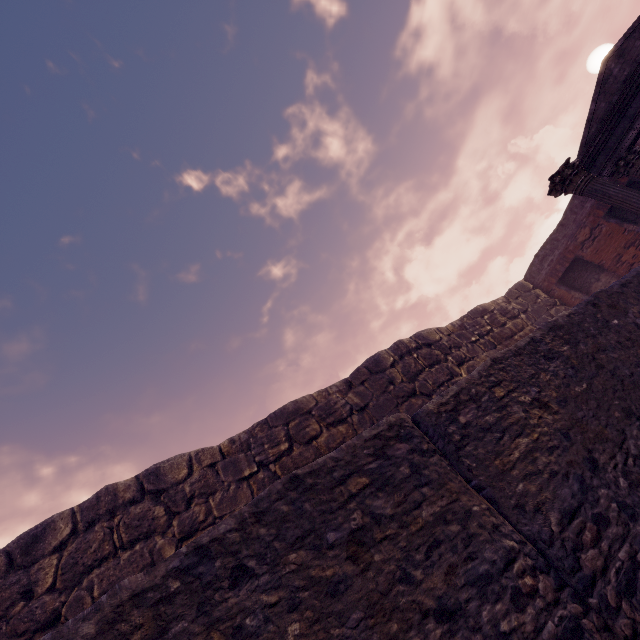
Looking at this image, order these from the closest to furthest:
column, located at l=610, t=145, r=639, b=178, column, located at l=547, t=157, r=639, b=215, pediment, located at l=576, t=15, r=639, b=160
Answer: column, located at l=547, t=157, r=639, b=215 < pediment, located at l=576, t=15, r=639, b=160 < column, located at l=610, t=145, r=639, b=178

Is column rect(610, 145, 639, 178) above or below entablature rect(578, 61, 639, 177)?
below

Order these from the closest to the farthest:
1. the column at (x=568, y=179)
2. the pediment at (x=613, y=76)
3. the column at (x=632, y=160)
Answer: the column at (x=568, y=179), the pediment at (x=613, y=76), the column at (x=632, y=160)

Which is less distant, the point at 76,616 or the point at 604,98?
the point at 76,616

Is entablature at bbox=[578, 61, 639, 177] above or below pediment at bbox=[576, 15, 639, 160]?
below

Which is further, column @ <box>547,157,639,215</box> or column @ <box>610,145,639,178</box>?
column @ <box>610,145,639,178</box>

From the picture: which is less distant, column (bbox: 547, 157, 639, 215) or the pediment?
column (bbox: 547, 157, 639, 215)

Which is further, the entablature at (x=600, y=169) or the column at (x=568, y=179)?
the entablature at (x=600, y=169)
